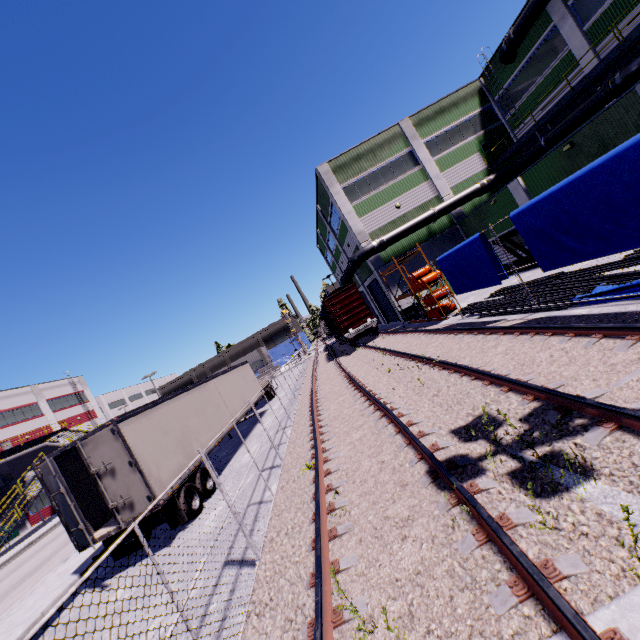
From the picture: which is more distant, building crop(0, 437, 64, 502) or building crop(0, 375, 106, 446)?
building crop(0, 375, 106, 446)

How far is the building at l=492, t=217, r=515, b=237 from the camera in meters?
21.6 m

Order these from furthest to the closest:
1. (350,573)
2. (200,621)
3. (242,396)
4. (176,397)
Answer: (242,396), (176,397), (200,621), (350,573)

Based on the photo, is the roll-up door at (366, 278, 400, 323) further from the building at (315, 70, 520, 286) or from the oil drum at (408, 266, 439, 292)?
the oil drum at (408, 266, 439, 292)

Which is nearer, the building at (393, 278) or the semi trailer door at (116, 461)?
the semi trailer door at (116, 461)

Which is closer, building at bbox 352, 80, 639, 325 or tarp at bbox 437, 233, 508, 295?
tarp at bbox 437, 233, 508, 295

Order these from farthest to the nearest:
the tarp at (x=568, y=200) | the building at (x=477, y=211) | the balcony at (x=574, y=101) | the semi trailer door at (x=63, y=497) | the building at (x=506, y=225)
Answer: the building at (x=506, y=225) → the balcony at (x=574, y=101) → the building at (x=477, y=211) → the semi trailer door at (x=63, y=497) → the tarp at (x=568, y=200)
